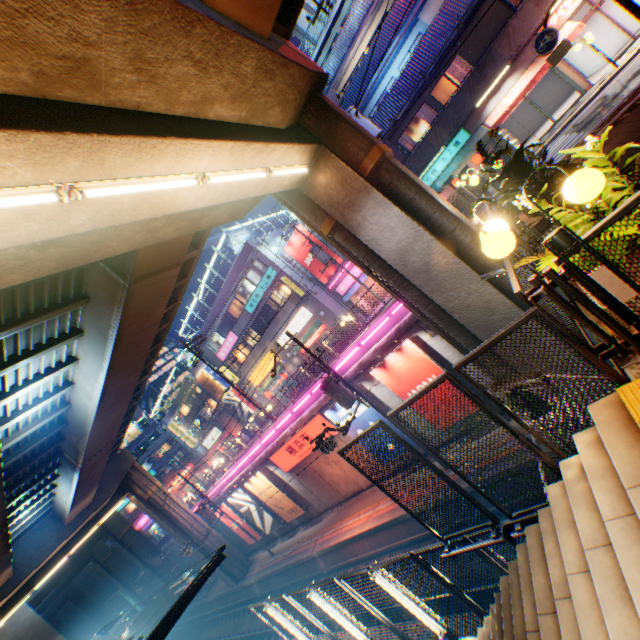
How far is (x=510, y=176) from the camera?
6.42m

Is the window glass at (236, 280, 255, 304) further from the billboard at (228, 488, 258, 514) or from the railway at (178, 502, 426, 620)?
the railway at (178, 502, 426, 620)

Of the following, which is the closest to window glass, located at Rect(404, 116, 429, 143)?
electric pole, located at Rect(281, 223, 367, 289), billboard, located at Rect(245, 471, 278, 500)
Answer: electric pole, located at Rect(281, 223, 367, 289)

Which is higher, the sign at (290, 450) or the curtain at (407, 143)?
the curtain at (407, 143)

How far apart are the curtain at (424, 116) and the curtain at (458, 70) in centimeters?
156cm

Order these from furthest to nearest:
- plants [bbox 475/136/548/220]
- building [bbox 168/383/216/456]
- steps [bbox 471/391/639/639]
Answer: building [bbox 168/383/216/456], plants [bbox 475/136/548/220], steps [bbox 471/391/639/639]

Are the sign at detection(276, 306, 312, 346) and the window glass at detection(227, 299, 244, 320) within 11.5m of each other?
yes

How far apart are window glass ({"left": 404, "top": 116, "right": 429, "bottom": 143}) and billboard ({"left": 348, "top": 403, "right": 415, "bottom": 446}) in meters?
16.3
